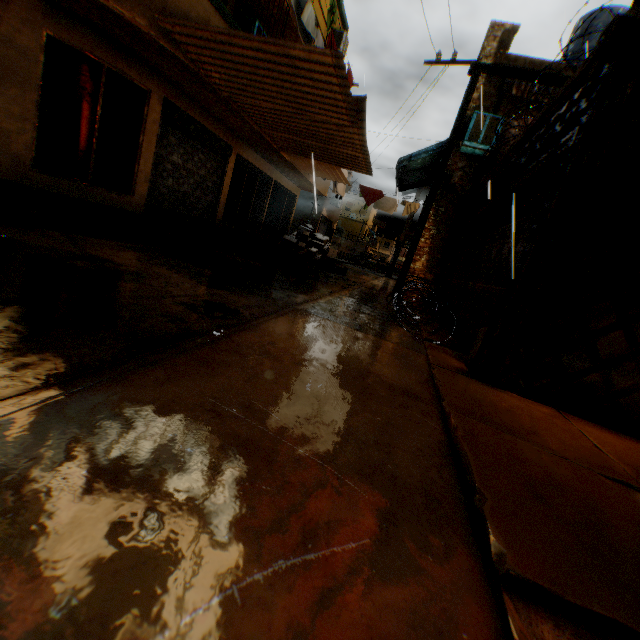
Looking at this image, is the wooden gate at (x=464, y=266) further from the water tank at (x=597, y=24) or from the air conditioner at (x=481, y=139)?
the water tank at (x=597, y=24)

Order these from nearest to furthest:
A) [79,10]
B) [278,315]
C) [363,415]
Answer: [363,415], [278,315], [79,10]

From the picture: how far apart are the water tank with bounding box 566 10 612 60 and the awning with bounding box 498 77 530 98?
2.20m

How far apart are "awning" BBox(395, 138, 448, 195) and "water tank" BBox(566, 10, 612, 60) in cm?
→ 403

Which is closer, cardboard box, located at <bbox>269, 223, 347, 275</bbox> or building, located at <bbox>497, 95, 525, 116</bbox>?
building, located at <bbox>497, 95, 525, 116</bbox>

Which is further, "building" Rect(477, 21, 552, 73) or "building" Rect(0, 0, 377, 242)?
"building" Rect(477, 21, 552, 73)

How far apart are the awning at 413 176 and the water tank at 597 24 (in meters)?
4.03

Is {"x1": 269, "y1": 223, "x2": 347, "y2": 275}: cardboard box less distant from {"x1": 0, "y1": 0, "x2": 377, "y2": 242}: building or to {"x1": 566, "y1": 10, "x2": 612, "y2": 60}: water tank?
{"x1": 0, "y1": 0, "x2": 377, "y2": 242}: building
